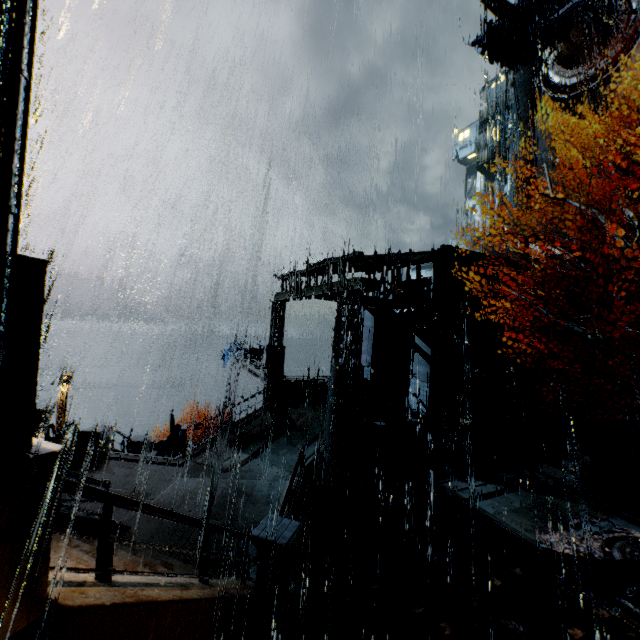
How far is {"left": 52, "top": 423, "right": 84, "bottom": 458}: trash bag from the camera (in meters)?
12.73

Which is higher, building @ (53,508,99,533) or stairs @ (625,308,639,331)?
stairs @ (625,308,639,331)

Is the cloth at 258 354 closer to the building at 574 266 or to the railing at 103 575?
the building at 574 266

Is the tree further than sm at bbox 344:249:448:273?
No

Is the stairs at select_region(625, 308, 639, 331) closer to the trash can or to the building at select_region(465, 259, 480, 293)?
the building at select_region(465, 259, 480, 293)

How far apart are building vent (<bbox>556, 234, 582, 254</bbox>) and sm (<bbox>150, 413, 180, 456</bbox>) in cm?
3449

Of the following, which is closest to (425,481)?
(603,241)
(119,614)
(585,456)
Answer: (585,456)

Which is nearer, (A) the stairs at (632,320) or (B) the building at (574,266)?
(A) the stairs at (632,320)
